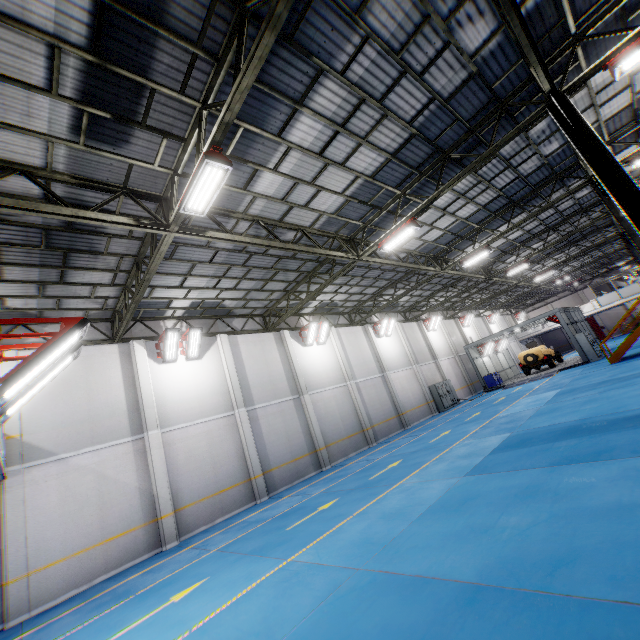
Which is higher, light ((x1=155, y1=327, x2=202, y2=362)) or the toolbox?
light ((x1=155, y1=327, x2=202, y2=362))

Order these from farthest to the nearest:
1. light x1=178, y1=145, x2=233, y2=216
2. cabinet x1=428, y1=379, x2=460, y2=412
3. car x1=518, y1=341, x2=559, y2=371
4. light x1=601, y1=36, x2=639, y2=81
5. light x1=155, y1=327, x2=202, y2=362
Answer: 1. car x1=518, y1=341, x2=559, y2=371
2. cabinet x1=428, y1=379, x2=460, y2=412
3. light x1=155, y1=327, x2=202, y2=362
4. light x1=601, y1=36, x2=639, y2=81
5. light x1=178, y1=145, x2=233, y2=216

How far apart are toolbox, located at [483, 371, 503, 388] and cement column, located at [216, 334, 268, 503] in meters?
22.5

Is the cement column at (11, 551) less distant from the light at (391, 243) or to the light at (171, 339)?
the light at (171, 339)

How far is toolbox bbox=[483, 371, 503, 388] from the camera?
28.3m

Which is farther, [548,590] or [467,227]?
[467,227]

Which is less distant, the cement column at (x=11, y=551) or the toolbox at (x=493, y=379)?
the cement column at (x=11, y=551)

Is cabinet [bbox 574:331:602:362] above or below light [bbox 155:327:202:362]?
below
